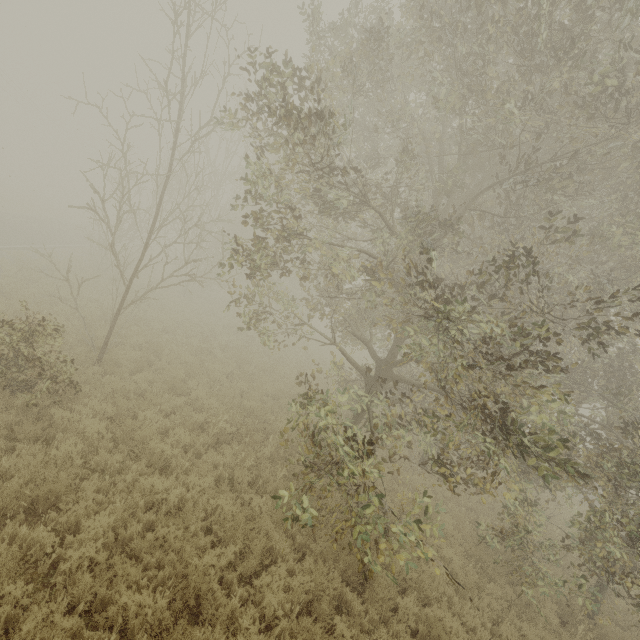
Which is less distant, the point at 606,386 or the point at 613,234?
the point at 613,234

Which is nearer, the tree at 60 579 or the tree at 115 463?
the tree at 60 579

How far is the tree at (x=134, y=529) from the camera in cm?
557

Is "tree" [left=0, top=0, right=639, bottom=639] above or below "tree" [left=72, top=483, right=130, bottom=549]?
above

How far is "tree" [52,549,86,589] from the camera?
4.5 meters

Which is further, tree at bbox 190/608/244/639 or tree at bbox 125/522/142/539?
tree at bbox 125/522/142/539
